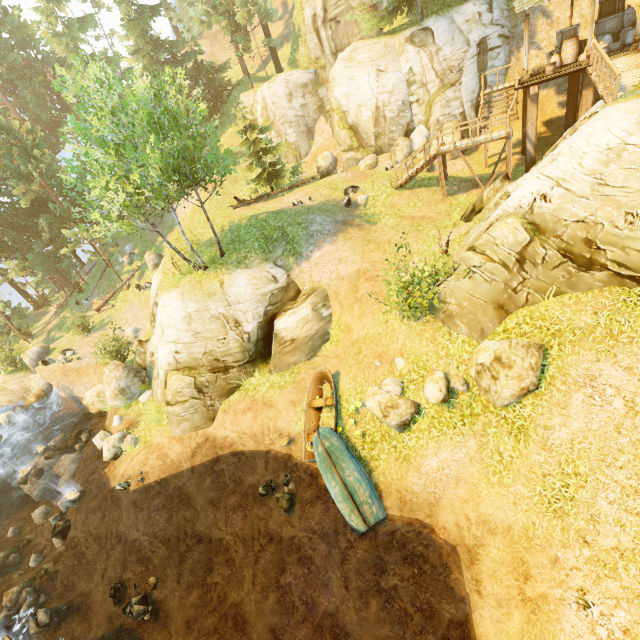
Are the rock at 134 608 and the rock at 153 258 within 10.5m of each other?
no

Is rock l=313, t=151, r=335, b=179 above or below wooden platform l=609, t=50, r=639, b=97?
below

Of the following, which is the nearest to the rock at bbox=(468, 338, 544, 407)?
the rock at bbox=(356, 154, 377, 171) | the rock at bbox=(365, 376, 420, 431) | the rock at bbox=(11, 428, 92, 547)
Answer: the rock at bbox=(365, 376, 420, 431)

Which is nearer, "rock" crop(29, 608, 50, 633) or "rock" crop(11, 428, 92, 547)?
"rock" crop(29, 608, 50, 633)

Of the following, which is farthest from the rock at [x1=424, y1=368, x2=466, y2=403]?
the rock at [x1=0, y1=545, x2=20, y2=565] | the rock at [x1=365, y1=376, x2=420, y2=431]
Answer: the rock at [x1=0, y1=545, x2=20, y2=565]

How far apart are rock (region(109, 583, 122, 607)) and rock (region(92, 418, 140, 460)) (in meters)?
5.19

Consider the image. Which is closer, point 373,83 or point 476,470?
point 476,470

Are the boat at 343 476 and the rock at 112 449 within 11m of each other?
yes
